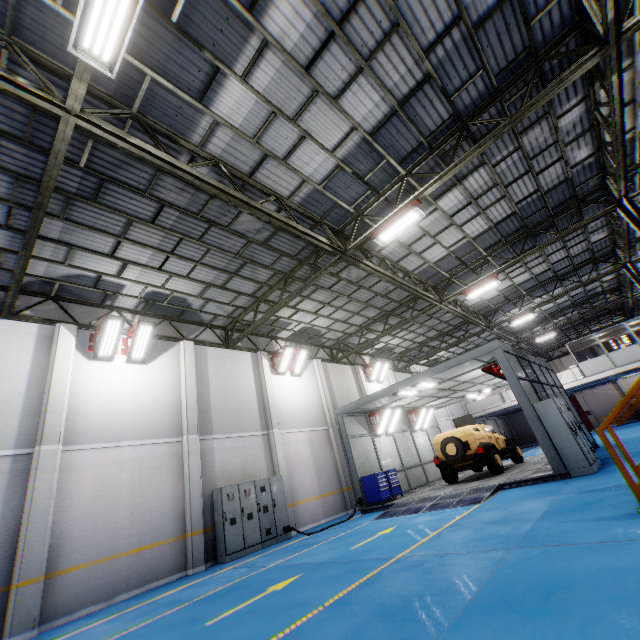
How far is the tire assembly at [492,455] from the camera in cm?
1305

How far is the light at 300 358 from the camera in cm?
1630

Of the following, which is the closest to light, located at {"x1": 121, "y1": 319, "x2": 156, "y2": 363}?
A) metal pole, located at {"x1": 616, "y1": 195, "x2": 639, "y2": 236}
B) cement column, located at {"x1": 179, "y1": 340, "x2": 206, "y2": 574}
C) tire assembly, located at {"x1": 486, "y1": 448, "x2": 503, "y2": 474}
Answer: cement column, located at {"x1": 179, "y1": 340, "x2": 206, "y2": 574}

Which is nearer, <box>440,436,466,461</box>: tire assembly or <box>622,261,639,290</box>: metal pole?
<box>440,436,466,461</box>: tire assembly

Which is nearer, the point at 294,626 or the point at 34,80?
the point at 294,626

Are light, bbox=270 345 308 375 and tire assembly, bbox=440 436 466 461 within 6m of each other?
no

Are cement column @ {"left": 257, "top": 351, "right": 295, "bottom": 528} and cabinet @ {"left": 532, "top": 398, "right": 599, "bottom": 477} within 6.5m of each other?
no

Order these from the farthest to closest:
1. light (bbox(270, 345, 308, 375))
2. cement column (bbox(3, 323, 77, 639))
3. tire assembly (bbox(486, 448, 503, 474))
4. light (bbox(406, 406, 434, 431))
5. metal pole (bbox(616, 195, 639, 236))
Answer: light (bbox(406, 406, 434, 431)), light (bbox(270, 345, 308, 375)), tire assembly (bbox(486, 448, 503, 474)), metal pole (bbox(616, 195, 639, 236)), cement column (bbox(3, 323, 77, 639))
